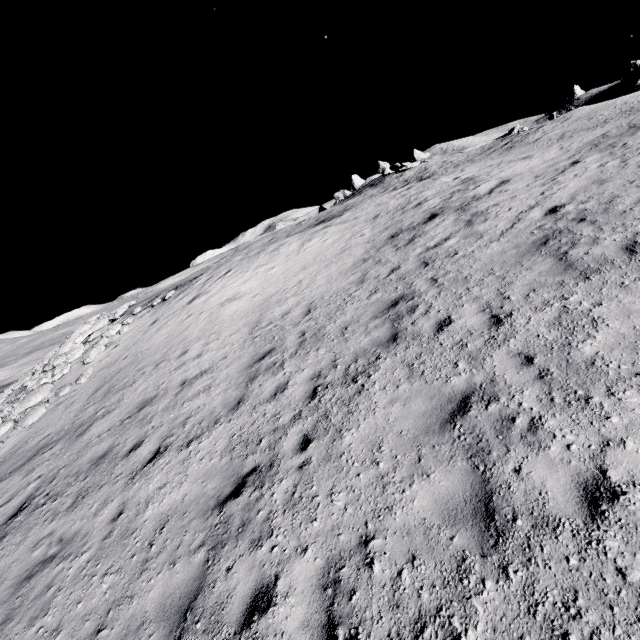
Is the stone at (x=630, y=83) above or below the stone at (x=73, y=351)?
above

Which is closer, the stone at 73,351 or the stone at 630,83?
the stone at 73,351

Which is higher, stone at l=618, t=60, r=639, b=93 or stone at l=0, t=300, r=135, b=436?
stone at l=618, t=60, r=639, b=93

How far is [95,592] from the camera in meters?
5.1

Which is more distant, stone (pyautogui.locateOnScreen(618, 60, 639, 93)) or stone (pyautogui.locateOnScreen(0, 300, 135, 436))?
stone (pyautogui.locateOnScreen(618, 60, 639, 93))
